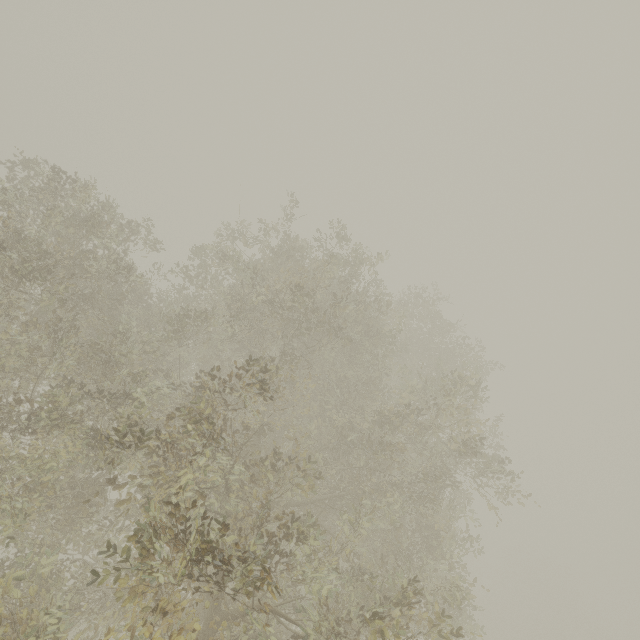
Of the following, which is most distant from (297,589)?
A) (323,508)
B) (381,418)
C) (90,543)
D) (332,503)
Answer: (381,418)
